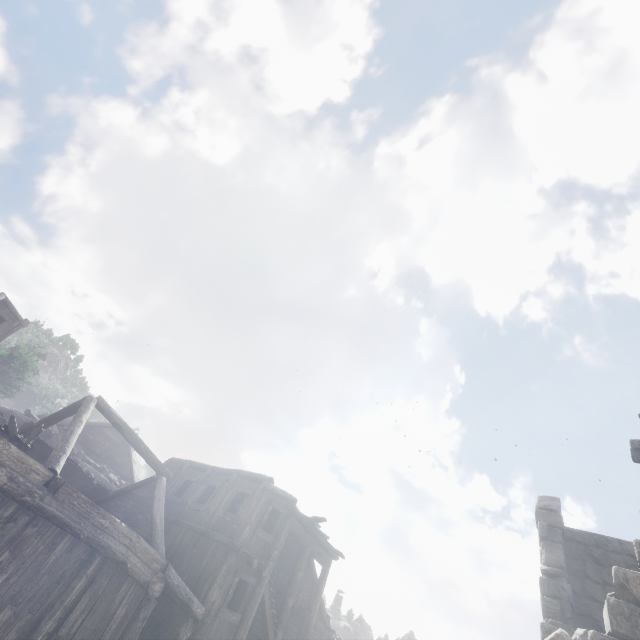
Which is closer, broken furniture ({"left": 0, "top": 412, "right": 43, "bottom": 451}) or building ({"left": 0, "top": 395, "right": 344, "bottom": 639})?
building ({"left": 0, "top": 395, "right": 344, "bottom": 639})

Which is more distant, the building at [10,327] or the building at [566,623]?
the building at [10,327]

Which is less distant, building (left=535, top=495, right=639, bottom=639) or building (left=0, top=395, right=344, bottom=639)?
building (left=535, top=495, right=639, bottom=639)

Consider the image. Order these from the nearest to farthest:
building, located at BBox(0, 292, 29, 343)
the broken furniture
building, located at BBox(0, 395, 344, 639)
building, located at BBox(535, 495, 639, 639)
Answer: building, located at BBox(535, 495, 639, 639), building, located at BBox(0, 395, 344, 639), the broken furniture, building, located at BBox(0, 292, 29, 343)

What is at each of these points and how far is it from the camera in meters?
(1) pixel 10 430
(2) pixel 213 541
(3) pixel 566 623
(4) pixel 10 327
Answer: (1) broken furniture, 10.6
(2) building, 13.7
(3) building, 6.4
(4) building, 22.2

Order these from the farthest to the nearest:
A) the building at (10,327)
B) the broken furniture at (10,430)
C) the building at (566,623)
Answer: the building at (10,327) → the broken furniture at (10,430) → the building at (566,623)
